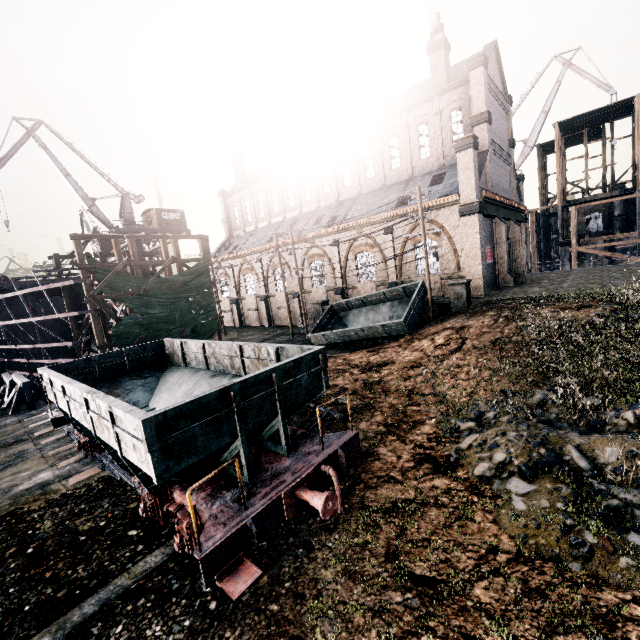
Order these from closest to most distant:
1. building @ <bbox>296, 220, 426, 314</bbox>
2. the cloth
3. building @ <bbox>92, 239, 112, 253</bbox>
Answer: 1. the cloth
2. building @ <bbox>296, 220, 426, 314</bbox>
3. building @ <bbox>92, 239, 112, 253</bbox>

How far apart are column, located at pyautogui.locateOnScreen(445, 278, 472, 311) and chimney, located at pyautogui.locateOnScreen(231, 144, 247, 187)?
37.80m

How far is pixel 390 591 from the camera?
5.8m

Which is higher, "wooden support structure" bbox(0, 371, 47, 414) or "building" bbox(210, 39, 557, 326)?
"building" bbox(210, 39, 557, 326)

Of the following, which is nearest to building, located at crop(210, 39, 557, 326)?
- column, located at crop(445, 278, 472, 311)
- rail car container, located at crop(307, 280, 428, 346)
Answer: column, located at crop(445, 278, 472, 311)

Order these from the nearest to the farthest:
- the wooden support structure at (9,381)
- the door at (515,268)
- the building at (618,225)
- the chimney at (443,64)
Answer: the wooden support structure at (9,381)
the chimney at (443,64)
the door at (515,268)
the building at (618,225)

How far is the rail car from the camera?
5.9 meters

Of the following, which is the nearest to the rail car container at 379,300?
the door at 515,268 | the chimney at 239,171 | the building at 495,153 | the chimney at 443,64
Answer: the building at 495,153
